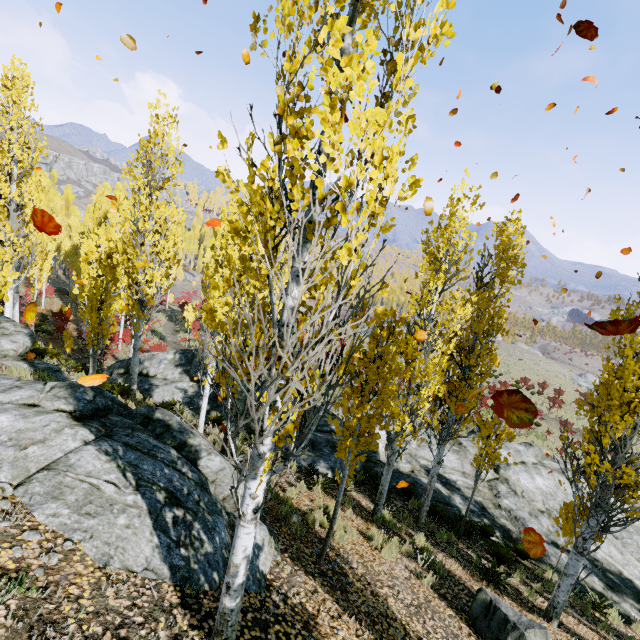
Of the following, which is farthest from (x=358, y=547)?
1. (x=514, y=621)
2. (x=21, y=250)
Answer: (x=21, y=250)

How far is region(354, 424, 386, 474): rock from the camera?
13.2 meters

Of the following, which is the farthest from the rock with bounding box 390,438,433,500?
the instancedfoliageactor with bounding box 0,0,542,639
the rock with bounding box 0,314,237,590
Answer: the rock with bounding box 0,314,237,590

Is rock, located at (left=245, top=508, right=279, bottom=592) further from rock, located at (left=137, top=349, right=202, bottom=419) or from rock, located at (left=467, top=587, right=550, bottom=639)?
rock, located at (left=137, top=349, right=202, bottom=419)

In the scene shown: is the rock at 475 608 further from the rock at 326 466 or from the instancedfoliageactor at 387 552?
the rock at 326 466

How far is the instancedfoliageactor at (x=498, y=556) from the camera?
8.3m

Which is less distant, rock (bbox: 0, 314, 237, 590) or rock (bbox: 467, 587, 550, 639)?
rock (bbox: 0, 314, 237, 590)

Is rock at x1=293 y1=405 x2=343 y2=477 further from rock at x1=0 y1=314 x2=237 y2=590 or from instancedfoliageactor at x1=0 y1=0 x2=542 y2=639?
rock at x1=0 y1=314 x2=237 y2=590
